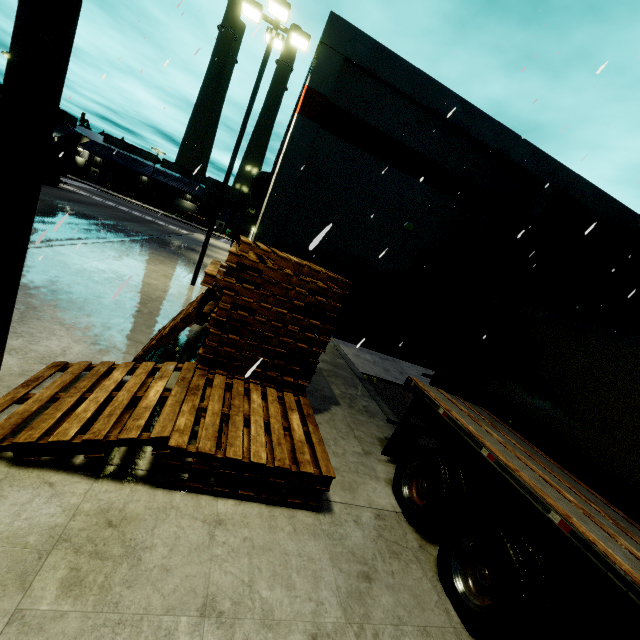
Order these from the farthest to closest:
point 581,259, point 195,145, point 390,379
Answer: point 581,259
point 195,145
point 390,379

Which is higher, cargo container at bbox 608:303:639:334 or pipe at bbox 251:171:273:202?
pipe at bbox 251:171:273:202

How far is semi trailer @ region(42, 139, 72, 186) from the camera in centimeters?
2872cm

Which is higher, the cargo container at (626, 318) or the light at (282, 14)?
Result: the light at (282, 14)

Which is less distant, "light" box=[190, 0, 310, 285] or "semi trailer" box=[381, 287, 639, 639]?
"semi trailer" box=[381, 287, 639, 639]

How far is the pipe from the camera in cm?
2122

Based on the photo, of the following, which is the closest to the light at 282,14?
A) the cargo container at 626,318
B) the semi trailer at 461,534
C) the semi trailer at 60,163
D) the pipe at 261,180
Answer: the semi trailer at 461,534

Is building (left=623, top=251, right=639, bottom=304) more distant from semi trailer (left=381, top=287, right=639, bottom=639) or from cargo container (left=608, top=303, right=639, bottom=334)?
cargo container (left=608, top=303, right=639, bottom=334)
